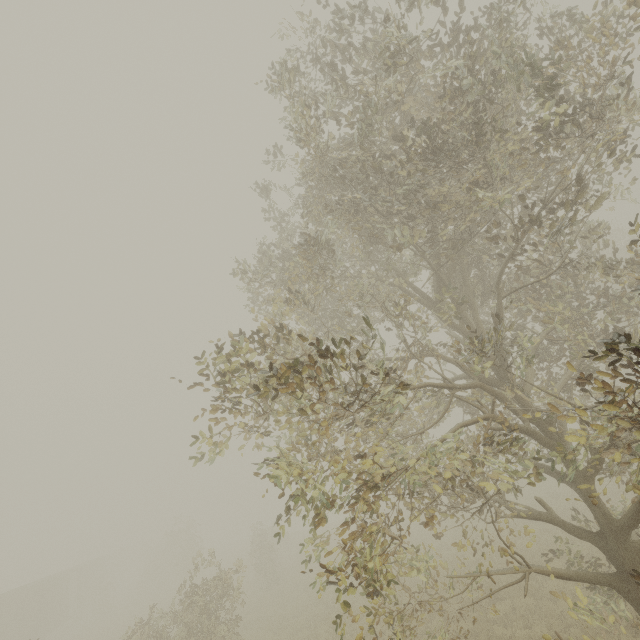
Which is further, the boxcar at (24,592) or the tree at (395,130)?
the boxcar at (24,592)

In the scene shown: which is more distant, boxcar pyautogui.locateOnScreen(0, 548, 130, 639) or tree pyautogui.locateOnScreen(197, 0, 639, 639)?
boxcar pyautogui.locateOnScreen(0, 548, 130, 639)

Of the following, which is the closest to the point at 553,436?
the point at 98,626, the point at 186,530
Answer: the point at 186,530
